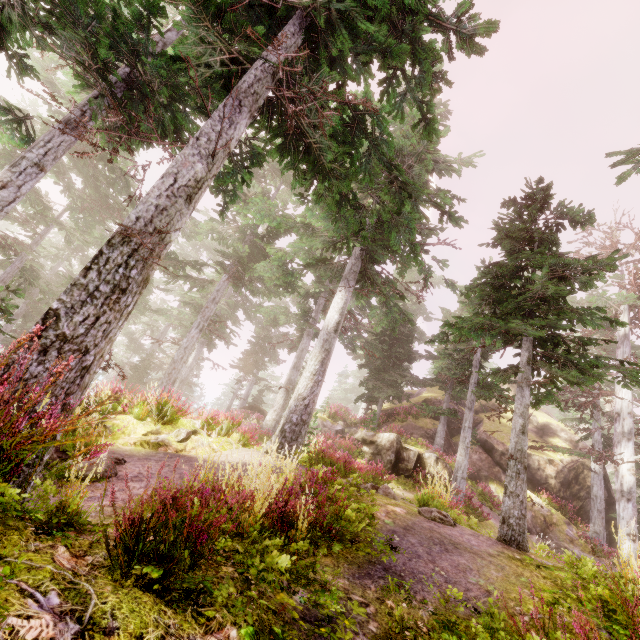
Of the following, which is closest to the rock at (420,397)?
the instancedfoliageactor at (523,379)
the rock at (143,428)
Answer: the instancedfoliageactor at (523,379)

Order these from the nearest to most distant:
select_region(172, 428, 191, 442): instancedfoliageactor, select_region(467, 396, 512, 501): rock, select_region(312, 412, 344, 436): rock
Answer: select_region(172, 428, 191, 442): instancedfoliageactor → select_region(467, 396, 512, 501): rock → select_region(312, 412, 344, 436): rock

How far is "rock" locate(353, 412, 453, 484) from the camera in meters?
16.0

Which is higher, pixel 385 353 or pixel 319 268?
pixel 385 353

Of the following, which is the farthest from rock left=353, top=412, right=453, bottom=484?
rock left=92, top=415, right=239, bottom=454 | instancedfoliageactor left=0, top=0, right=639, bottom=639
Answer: rock left=92, top=415, right=239, bottom=454

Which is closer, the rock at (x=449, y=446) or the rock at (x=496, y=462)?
the rock at (x=496, y=462)
